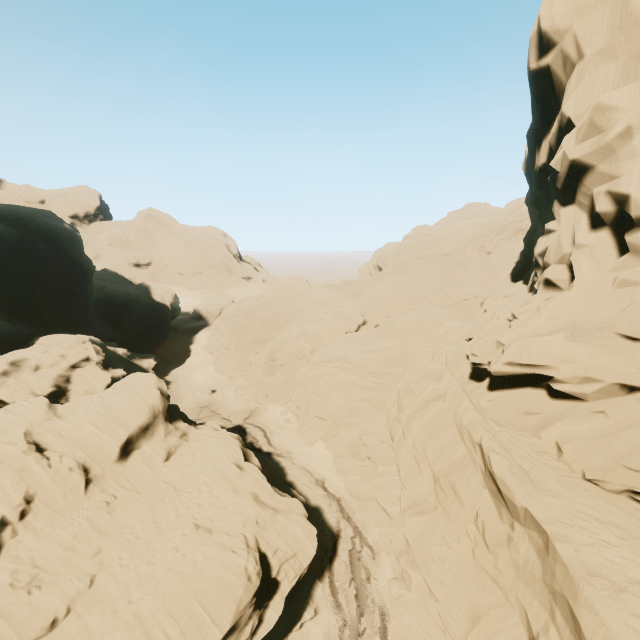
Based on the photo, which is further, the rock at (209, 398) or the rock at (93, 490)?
the rock at (209, 398)

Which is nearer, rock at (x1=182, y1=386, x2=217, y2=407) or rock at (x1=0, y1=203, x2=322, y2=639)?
rock at (x1=0, y1=203, x2=322, y2=639)

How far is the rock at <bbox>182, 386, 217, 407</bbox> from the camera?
45.66m

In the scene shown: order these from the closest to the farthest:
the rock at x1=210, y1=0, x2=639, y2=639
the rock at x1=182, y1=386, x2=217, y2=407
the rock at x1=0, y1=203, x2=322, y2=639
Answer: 1. the rock at x1=210, y1=0, x2=639, y2=639
2. the rock at x1=0, y1=203, x2=322, y2=639
3. the rock at x1=182, y1=386, x2=217, y2=407

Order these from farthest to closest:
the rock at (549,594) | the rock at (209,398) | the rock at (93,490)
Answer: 1. the rock at (209,398)
2. the rock at (93,490)
3. the rock at (549,594)

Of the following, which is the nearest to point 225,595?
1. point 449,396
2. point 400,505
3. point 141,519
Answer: point 141,519

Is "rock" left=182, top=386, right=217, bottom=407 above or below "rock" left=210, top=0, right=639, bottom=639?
below
